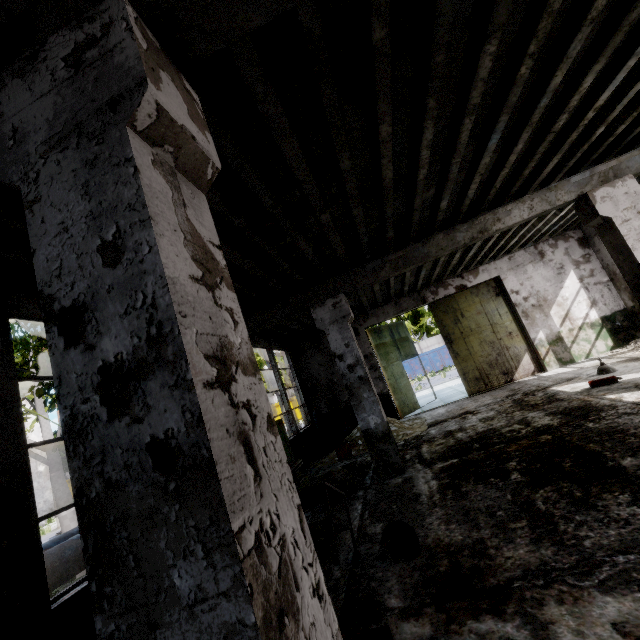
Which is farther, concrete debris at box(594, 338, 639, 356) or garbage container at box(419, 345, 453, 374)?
garbage container at box(419, 345, 453, 374)

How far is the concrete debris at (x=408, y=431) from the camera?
9.46m

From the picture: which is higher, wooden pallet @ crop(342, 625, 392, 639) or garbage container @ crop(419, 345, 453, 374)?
garbage container @ crop(419, 345, 453, 374)

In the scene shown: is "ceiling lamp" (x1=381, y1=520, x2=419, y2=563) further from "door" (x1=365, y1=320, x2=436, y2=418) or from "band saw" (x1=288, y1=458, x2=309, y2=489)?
"door" (x1=365, y1=320, x2=436, y2=418)

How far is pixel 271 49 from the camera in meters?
2.5 m

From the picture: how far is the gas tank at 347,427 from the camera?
11.1 meters

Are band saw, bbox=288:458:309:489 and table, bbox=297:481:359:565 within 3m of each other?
yes

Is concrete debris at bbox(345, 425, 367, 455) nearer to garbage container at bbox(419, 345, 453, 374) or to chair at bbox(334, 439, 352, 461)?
chair at bbox(334, 439, 352, 461)
